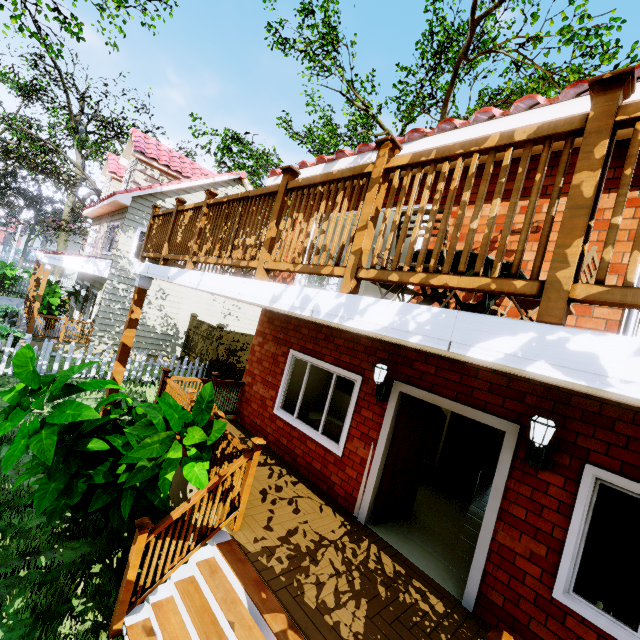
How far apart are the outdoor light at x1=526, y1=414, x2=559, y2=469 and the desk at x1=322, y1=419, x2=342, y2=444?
2.7m

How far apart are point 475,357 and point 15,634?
4.8m

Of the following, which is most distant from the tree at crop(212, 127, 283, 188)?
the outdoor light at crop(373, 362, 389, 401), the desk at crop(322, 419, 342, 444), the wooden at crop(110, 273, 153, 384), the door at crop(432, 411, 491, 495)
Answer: the outdoor light at crop(373, 362, 389, 401)

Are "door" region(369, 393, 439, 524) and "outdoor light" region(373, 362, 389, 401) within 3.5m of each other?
yes

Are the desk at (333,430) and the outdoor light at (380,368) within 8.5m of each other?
yes

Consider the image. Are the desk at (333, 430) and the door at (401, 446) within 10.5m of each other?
yes

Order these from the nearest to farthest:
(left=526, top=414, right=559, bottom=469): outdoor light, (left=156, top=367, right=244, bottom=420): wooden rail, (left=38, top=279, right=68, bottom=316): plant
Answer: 1. (left=526, top=414, right=559, bottom=469): outdoor light
2. (left=156, top=367, right=244, bottom=420): wooden rail
3. (left=38, top=279, right=68, bottom=316): plant

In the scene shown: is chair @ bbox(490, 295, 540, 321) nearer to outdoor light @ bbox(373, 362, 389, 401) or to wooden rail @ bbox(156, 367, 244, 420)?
outdoor light @ bbox(373, 362, 389, 401)
